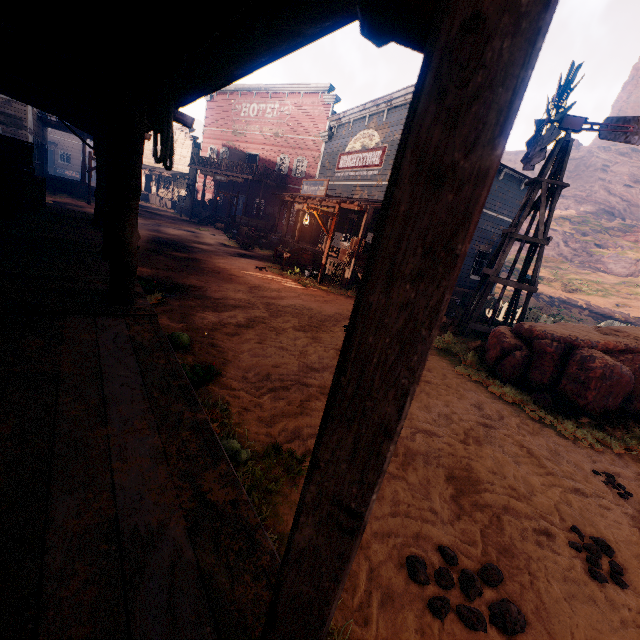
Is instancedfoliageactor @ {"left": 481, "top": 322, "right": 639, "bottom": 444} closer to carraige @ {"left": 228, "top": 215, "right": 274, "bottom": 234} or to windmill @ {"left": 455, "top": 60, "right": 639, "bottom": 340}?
windmill @ {"left": 455, "top": 60, "right": 639, "bottom": 340}

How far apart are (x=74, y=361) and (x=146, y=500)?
1.65m

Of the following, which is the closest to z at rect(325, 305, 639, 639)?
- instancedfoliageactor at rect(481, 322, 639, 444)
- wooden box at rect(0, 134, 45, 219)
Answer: instancedfoliageactor at rect(481, 322, 639, 444)

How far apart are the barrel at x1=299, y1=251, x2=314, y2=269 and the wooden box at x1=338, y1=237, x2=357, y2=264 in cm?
123

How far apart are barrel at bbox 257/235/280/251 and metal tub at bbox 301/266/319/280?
6.4m

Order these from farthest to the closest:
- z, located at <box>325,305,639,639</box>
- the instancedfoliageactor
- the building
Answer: the instancedfoliageactor → z, located at <box>325,305,639,639</box> → the building

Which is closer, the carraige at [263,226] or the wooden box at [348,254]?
the wooden box at [348,254]

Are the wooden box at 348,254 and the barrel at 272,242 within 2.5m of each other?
no
